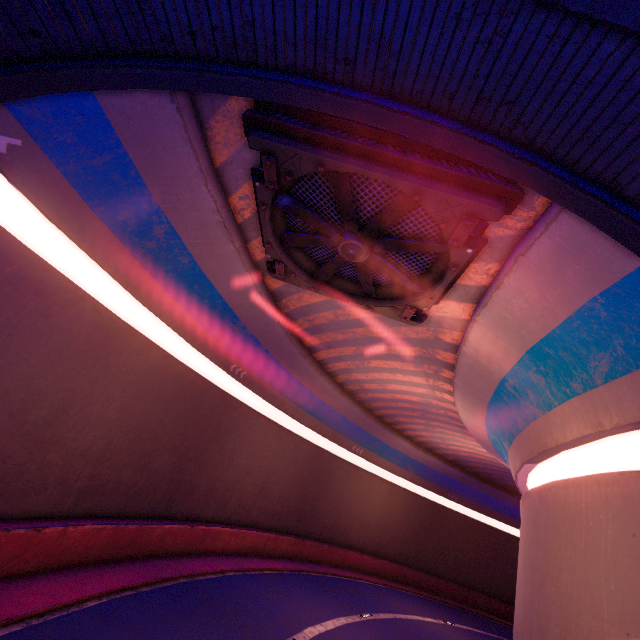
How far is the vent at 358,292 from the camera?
6.3 meters

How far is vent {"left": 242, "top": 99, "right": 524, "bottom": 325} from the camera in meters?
6.3 m

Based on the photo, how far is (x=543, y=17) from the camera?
4.2m

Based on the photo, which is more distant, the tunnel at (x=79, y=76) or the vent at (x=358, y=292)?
the vent at (x=358, y=292)

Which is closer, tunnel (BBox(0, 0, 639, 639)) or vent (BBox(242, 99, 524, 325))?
tunnel (BBox(0, 0, 639, 639))
